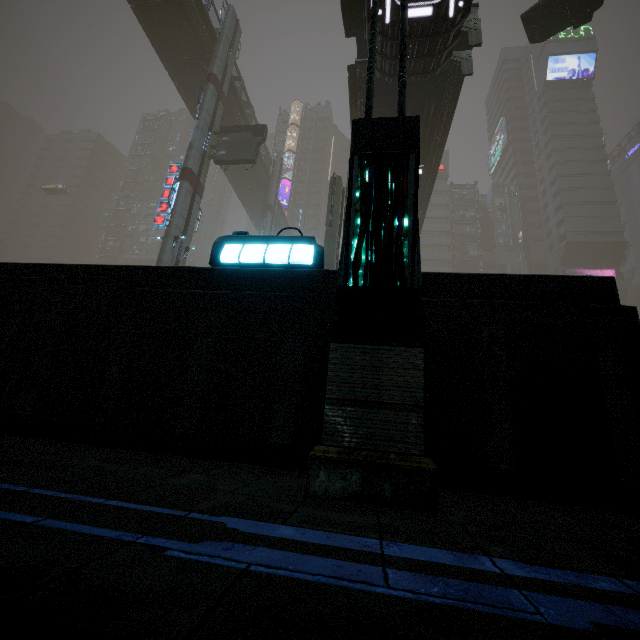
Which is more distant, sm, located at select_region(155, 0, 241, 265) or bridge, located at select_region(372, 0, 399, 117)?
sm, located at select_region(155, 0, 241, 265)

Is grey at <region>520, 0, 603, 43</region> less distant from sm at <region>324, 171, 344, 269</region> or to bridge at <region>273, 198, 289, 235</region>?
bridge at <region>273, 198, 289, 235</region>

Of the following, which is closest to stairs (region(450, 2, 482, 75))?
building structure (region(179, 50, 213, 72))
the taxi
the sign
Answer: the sign

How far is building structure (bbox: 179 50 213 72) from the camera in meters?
26.5

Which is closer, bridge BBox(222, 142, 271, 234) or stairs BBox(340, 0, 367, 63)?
stairs BBox(340, 0, 367, 63)

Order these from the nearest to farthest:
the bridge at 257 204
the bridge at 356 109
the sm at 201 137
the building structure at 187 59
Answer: the bridge at 356 109 < the sm at 201 137 < the building structure at 187 59 < the bridge at 257 204

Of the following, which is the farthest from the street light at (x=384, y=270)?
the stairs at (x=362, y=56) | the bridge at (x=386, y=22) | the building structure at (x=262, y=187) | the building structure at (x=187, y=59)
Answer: the building structure at (x=262, y=187)

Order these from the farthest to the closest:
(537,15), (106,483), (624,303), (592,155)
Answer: (592,155) → (624,303) → (537,15) → (106,483)
